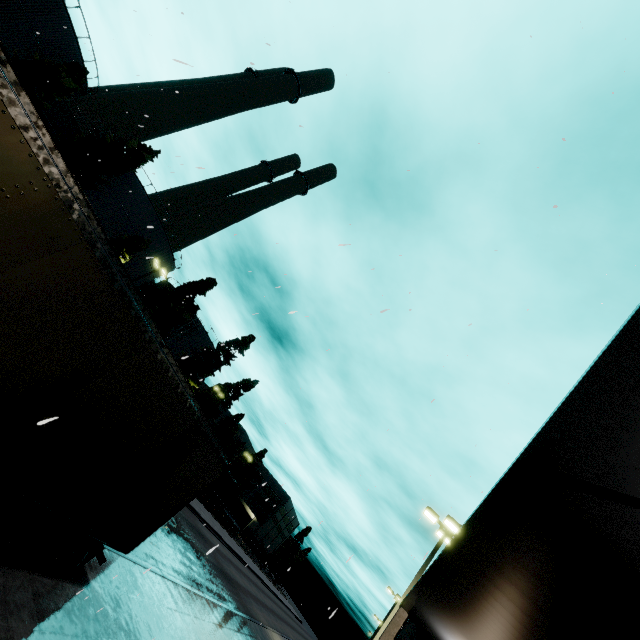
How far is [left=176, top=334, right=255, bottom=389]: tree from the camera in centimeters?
4700cm

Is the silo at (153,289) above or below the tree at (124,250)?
above

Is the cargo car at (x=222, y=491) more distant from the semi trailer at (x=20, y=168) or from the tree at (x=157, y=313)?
the semi trailer at (x=20, y=168)

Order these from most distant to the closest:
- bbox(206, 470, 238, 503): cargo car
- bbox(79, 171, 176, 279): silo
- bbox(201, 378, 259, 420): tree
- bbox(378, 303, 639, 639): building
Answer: bbox(201, 378, 259, 420): tree < bbox(206, 470, 238, 503): cargo car < bbox(79, 171, 176, 279): silo < bbox(378, 303, 639, 639): building

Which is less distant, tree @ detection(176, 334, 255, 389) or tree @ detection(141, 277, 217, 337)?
tree @ detection(141, 277, 217, 337)

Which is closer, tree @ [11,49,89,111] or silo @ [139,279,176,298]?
tree @ [11,49,89,111]

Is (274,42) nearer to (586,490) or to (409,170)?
(409,170)

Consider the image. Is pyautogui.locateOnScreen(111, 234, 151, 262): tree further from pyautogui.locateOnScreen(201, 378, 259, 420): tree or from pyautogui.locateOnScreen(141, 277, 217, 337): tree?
pyautogui.locateOnScreen(201, 378, 259, 420): tree
